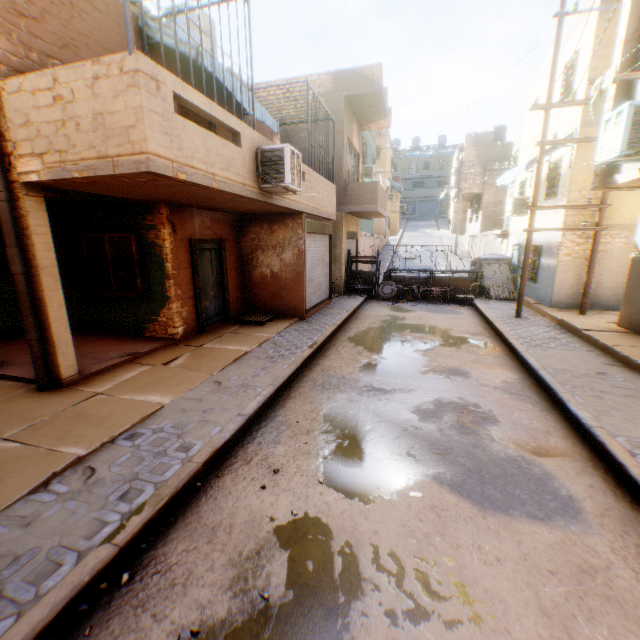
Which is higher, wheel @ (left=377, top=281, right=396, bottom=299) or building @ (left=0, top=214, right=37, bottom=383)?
building @ (left=0, top=214, right=37, bottom=383)

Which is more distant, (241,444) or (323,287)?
(323,287)

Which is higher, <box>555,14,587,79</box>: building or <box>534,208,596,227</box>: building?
<box>555,14,587,79</box>: building

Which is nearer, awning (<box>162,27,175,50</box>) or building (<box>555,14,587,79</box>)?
awning (<box>162,27,175,50</box>)

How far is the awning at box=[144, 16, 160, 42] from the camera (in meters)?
6.59

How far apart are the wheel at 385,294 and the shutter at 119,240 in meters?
10.6 m

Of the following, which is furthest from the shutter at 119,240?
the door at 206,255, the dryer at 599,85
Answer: the dryer at 599,85

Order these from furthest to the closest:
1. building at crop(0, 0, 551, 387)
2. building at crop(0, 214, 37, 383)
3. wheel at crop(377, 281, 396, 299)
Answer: wheel at crop(377, 281, 396, 299), building at crop(0, 214, 37, 383), building at crop(0, 0, 551, 387)
